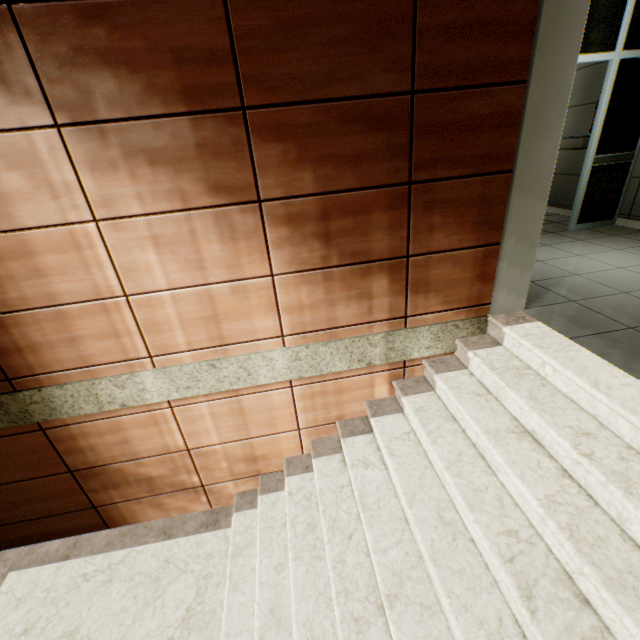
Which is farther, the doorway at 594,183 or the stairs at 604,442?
the doorway at 594,183

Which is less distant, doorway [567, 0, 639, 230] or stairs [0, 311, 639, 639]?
stairs [0, 311, 639, 639]

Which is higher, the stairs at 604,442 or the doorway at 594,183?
the doorway at 594,183

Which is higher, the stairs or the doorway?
the doorway

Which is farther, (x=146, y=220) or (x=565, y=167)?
(x=565, y=167)
